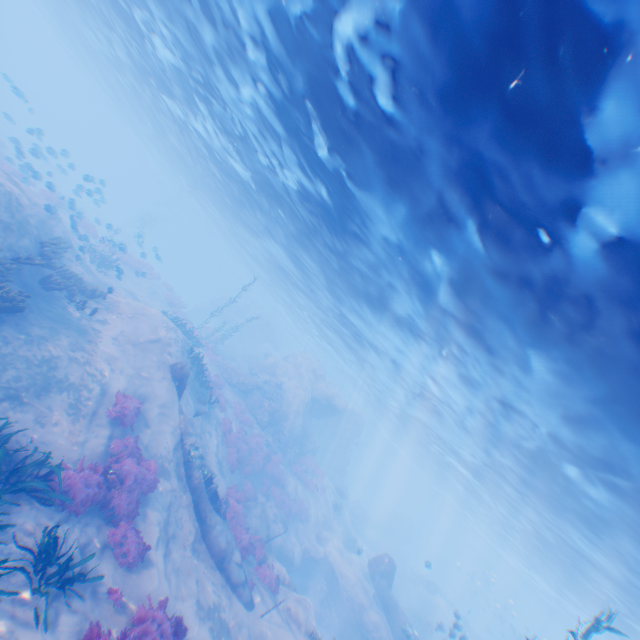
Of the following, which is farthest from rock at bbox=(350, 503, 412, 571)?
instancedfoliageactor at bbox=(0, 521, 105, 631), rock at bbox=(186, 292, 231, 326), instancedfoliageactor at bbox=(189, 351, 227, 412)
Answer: rock at bbox=(186, 292, 231, 326)

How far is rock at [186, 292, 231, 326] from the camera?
48.75m

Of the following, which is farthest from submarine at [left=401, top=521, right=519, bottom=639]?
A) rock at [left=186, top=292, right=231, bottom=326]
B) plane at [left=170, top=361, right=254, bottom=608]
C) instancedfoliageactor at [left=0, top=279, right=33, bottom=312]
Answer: instancedfoliageactor at [left=0, top=279, right=33, bottom=312]

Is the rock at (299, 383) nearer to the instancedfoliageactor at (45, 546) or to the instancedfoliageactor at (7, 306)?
the instancedfoliageactor at (45, 546)

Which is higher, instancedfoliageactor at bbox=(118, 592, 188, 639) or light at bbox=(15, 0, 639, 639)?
light at bbox=(15, 0, 639, 639)

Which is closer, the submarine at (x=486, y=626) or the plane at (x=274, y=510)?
the plane at (x=274, y=510)

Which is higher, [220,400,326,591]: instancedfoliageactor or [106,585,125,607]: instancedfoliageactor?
[220,400,326,591]: instancedfoliageactor

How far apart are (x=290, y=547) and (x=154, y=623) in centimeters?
1464cm
